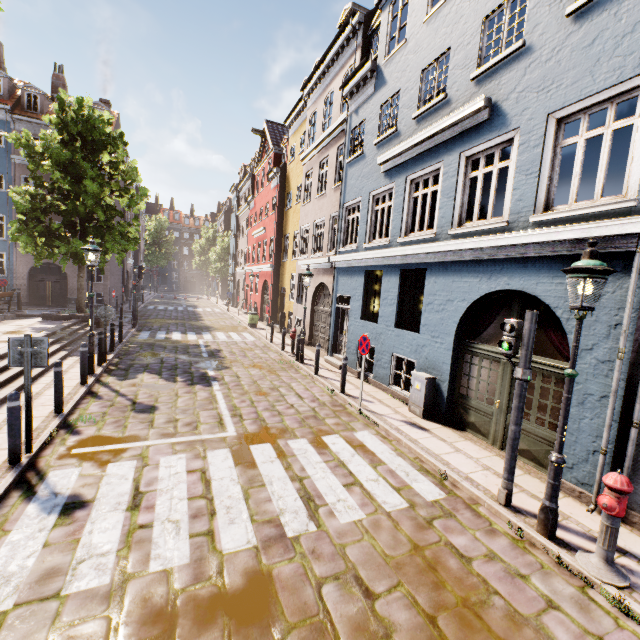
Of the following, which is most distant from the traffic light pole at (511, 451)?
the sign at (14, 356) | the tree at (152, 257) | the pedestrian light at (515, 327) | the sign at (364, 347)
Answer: the tree at (152, 257)

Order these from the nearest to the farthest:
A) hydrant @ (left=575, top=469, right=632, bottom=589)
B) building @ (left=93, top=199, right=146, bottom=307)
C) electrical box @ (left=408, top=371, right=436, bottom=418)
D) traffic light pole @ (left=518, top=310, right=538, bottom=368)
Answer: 1. hydrant @ (left=575, top=469, right=632, bottom=589)
2. traffic light pole @ (left=518, top=310, right=538, bottom=368)
3. electrical box @ (left=408, top=371, right=436, bottom=418)
4. building @ (left=93, top=199, right=146, bottom=307)

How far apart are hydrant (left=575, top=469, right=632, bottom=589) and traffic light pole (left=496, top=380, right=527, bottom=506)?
0.9m

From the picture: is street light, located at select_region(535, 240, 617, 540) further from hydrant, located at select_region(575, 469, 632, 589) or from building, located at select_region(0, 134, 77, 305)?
building, located at select_region(0, 134, 77, 305)

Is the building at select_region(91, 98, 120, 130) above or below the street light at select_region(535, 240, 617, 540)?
above

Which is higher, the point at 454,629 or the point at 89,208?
the point at 89,208

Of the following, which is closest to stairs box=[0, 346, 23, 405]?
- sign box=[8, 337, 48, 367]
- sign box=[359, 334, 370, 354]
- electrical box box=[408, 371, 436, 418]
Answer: sign box=[8, 337, 48, 367]

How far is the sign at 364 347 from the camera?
8.13m
